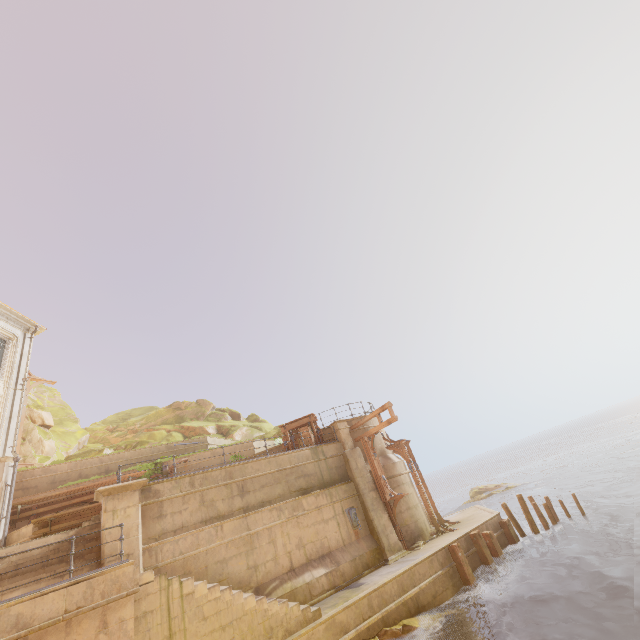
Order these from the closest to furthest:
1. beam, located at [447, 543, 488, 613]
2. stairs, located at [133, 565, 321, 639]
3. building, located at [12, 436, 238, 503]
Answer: stairs, located at [133, 565, 321, 639], beam, located at [447, 543, 488, 613], building, located at [12, 436, 238, 503]

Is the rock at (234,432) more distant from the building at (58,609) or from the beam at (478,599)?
the beam at (478,599)

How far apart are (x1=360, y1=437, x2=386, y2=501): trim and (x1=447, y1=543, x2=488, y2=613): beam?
3.32m

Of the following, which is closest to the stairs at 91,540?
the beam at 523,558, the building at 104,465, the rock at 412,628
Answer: the building at 104,465

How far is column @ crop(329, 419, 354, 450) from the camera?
18.2m

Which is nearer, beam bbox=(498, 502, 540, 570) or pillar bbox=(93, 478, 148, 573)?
pillar bbox=(93, 478, 148, 573)

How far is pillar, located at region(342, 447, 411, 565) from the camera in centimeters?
1525cm

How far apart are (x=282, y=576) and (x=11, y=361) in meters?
19.2
